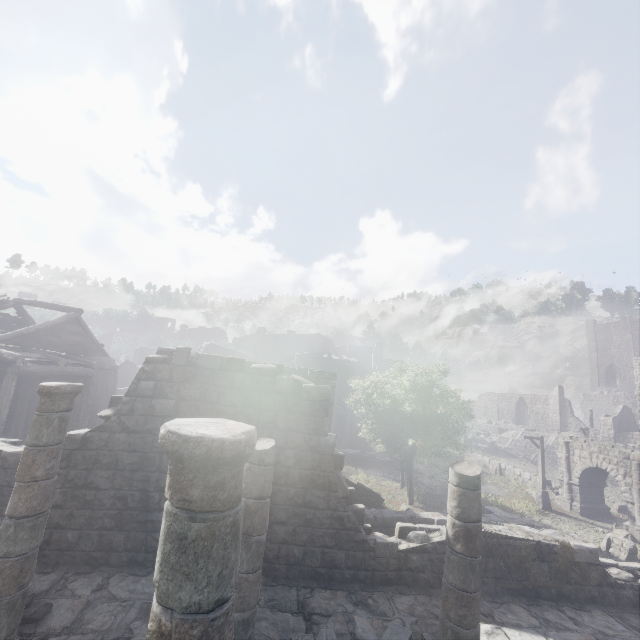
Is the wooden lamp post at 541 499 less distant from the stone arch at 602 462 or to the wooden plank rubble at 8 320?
the stone arch at 602 462

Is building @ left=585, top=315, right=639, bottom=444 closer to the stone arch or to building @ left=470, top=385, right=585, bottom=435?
building @ left=470, top=385, right=585, bottom=435

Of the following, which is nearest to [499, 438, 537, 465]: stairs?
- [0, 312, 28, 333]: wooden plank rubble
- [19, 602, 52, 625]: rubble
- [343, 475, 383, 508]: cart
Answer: [343, 475, 383, 508]: cart

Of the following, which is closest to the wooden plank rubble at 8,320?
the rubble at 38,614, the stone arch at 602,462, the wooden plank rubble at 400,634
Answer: the rubble at 38,614

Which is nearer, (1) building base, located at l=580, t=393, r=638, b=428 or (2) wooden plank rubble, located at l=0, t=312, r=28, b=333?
(2) wooden plank rubble, located at l=0, t=312, r=28, b=333

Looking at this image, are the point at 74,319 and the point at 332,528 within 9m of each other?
no

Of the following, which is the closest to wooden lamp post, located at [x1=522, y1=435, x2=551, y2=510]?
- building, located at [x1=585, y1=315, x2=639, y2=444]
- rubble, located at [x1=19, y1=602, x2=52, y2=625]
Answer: rubble, located at [x1=19, y1=602, x2=52, y2=625]

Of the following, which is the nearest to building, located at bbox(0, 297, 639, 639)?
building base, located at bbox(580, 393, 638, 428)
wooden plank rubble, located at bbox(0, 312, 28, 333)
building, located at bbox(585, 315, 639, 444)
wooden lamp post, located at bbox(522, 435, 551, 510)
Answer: wooden plank rubble, located at bbox(0, 312, 28, 333)
